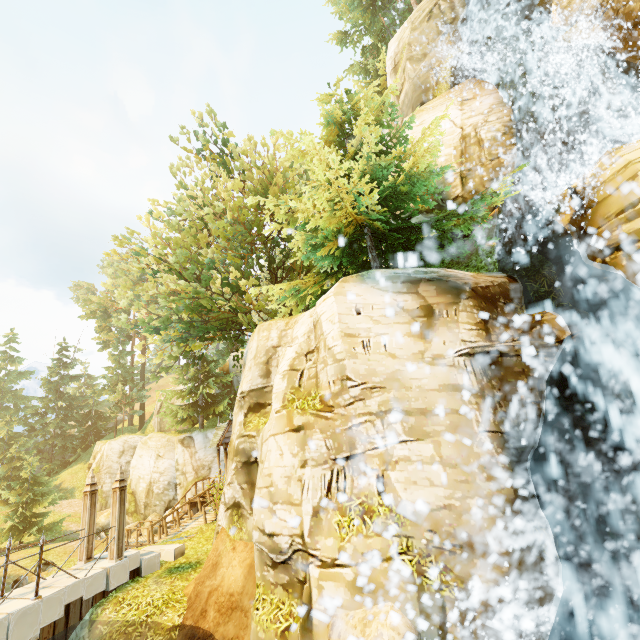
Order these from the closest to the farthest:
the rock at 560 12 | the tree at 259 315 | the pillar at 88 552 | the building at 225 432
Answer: the tree at 259 315 < the pillar at 88 552 < the rock at 560 12 < the building at 225 432

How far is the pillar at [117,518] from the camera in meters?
A: 10.0

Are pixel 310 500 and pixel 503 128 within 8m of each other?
no

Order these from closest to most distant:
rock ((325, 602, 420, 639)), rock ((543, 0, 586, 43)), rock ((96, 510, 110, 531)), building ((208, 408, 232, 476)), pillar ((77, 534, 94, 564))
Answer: rock ((325, 602, 420, 639)) < pillar ((77, 534, 94, 564)) < rock ((543, 0, 586, 43)) < building ((208, 408, 232, 476)) < rock ((96, 510, 110, 531))

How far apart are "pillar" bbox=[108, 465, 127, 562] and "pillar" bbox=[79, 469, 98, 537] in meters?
1.0

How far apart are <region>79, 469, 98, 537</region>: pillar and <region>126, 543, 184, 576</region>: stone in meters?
0.9

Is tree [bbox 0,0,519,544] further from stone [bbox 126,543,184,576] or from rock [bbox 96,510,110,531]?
stone [bbox 126,543,184,576]

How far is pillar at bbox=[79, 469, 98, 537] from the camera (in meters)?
10.64
